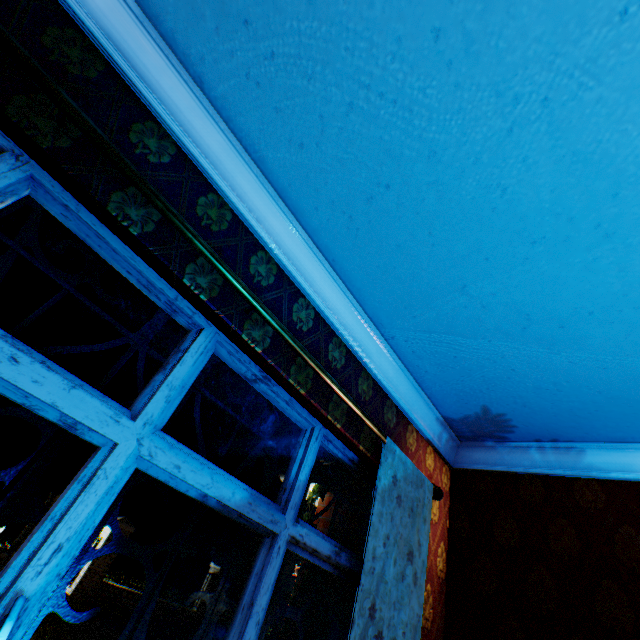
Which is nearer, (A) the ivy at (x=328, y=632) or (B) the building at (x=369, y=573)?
(B) the building at (x=369, y=573)

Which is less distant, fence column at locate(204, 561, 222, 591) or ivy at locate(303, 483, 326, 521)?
ivy at locate(303, 483, 326, 521)

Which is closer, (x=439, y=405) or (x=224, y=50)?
(x=224, y=50)

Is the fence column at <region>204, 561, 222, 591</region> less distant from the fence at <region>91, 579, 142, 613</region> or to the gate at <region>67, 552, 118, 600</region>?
the fence at <region>91, 579, 142, 613</region>

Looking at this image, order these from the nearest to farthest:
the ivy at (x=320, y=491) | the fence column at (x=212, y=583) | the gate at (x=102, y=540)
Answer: the ivy at (x=320, y=491)
the gate at (x=102, y=540)
the fence column at (x=212, y=583)

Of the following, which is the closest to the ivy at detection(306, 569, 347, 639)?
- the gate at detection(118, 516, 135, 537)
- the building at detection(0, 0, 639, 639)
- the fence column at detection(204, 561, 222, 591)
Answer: the building at detection(0, 0, 639, 639)

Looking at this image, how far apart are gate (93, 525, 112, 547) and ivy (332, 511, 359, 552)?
12.3m
